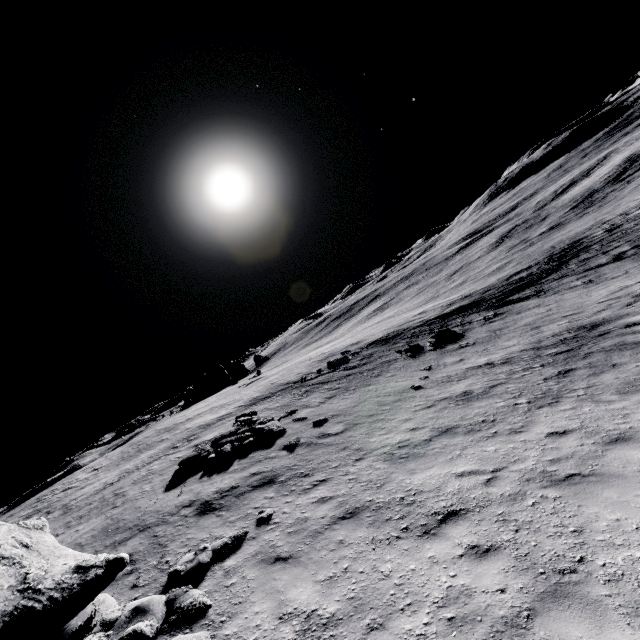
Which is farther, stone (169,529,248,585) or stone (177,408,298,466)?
stone (177,408,298,466)

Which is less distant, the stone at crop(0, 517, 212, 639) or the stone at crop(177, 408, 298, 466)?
the stone at crop(0, 517, 212, 639)

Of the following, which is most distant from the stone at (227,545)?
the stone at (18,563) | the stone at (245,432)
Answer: the stone at (245,432)

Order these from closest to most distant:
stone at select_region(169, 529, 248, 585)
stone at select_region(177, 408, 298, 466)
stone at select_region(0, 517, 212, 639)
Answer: stone at select_region(0, 517, 212, 639) → stone at select_region(169, 529, 248, 585) → stone at select_region(177, 408, 298, 466)

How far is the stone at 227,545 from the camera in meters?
7.0 m

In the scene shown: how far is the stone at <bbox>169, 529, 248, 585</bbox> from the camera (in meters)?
6.98

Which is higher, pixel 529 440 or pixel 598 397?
pixel 529 440

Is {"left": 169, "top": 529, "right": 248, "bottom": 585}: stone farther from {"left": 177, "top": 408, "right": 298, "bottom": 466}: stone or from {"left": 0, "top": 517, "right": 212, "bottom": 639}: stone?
{"left": 177, "top": 408, "right": 298, "bottom": 466}: stone
